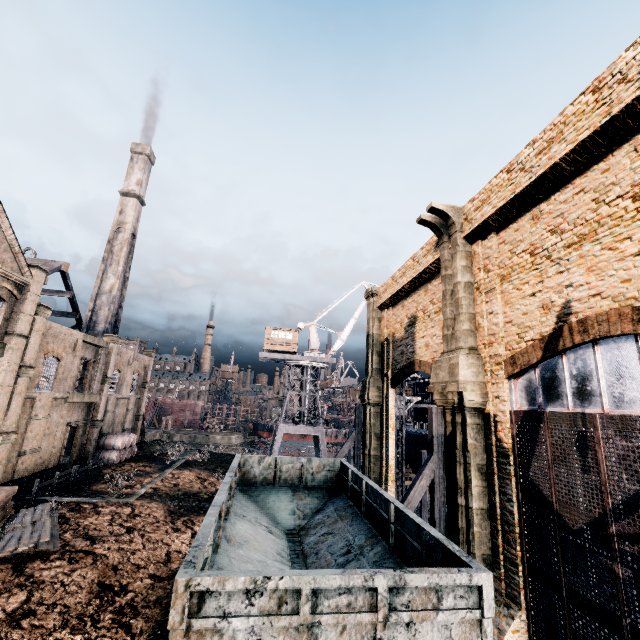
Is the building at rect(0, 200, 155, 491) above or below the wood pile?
above

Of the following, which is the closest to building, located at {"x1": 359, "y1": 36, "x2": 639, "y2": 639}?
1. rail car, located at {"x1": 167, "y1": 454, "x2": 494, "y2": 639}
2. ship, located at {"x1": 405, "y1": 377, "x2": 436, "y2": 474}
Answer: rail car, located at {"x1": 167, "y1": 454, "x2": 494, "y2": 639}

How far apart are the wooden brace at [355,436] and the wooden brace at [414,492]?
11.7 meters

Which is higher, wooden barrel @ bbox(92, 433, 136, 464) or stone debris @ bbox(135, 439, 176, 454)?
wooden barrel @ bbox(92, 433, 136, 464)

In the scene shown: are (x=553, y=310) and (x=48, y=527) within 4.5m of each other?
no

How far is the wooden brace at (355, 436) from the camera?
24.72m

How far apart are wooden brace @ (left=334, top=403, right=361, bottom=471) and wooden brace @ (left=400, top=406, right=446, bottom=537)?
11.7 meters

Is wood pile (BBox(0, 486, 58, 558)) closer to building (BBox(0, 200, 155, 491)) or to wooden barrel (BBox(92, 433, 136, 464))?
wooden barrel (BBox(92, 433, 136, 464))
